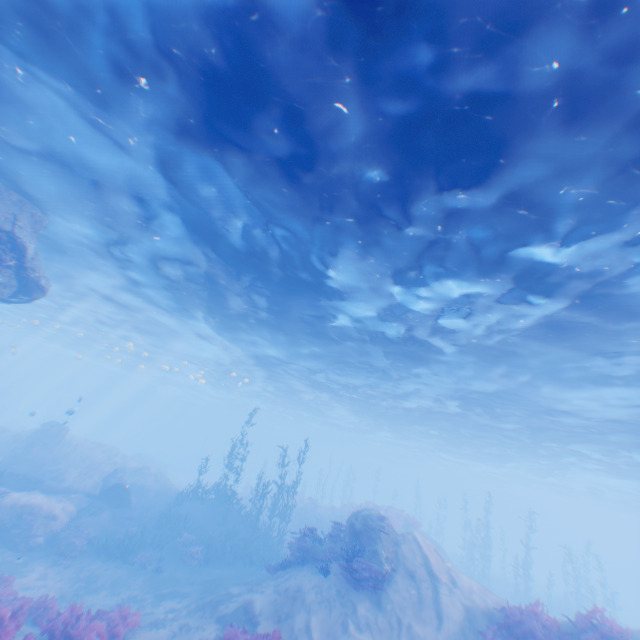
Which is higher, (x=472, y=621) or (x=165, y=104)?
(x=165, y=104)

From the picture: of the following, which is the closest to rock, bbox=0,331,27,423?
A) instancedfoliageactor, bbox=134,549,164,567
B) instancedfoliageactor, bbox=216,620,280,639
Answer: instancedfoliageactor, bbox=216,620,280,639

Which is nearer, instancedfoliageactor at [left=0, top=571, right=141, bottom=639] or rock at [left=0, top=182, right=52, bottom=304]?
instancedfoliageactor at [left=0, top=571, right=141, bottom=639]

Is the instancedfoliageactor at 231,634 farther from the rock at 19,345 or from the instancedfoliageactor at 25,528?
the instancedfoliageactor at 25,528

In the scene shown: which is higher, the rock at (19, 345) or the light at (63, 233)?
the light at (63, 233)

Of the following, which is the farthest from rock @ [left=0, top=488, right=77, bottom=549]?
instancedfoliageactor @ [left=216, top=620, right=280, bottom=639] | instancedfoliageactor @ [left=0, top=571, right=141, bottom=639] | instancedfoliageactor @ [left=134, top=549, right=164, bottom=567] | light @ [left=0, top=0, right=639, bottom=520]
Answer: instancedfoliageactor @ [left=134, top=549, right=164, bottom=567]

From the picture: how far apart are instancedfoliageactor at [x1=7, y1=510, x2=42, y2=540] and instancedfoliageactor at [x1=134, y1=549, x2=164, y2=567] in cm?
476

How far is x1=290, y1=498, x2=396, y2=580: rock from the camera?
12.6 meters
